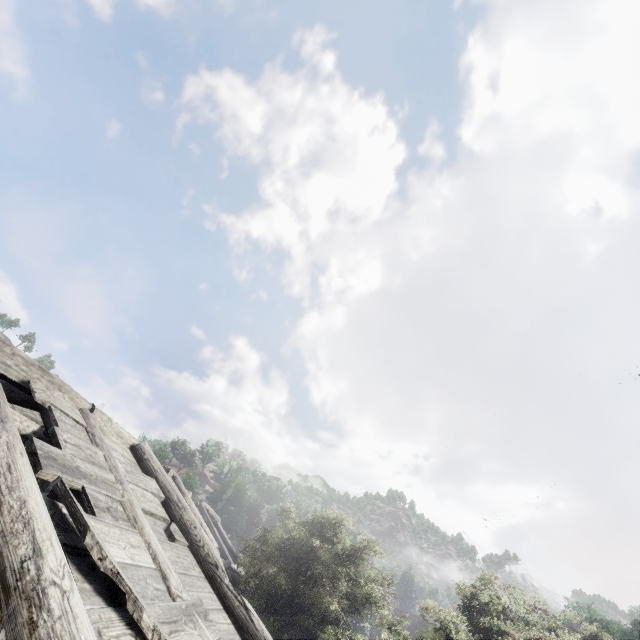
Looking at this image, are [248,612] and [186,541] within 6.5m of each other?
yes
